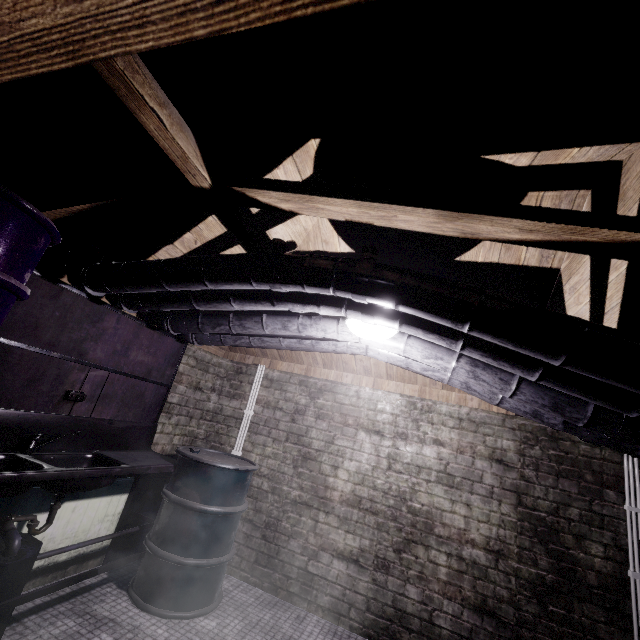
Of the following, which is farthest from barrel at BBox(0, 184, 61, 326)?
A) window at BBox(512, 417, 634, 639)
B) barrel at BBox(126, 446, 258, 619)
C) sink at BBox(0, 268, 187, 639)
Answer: window at BBox(512, 417, 634, 639)

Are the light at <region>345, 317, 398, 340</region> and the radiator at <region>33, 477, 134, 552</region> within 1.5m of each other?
no

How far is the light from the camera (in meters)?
1.89

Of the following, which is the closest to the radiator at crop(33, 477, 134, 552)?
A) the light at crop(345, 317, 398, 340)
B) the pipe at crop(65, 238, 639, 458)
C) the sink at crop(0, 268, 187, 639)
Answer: the sink at crop(0, 268, 187, 639)

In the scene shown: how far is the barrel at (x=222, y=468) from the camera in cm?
232

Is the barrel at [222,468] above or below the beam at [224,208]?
below

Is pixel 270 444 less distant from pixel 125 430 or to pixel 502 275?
pixel 125 430

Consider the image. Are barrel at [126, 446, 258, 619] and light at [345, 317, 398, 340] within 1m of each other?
no
